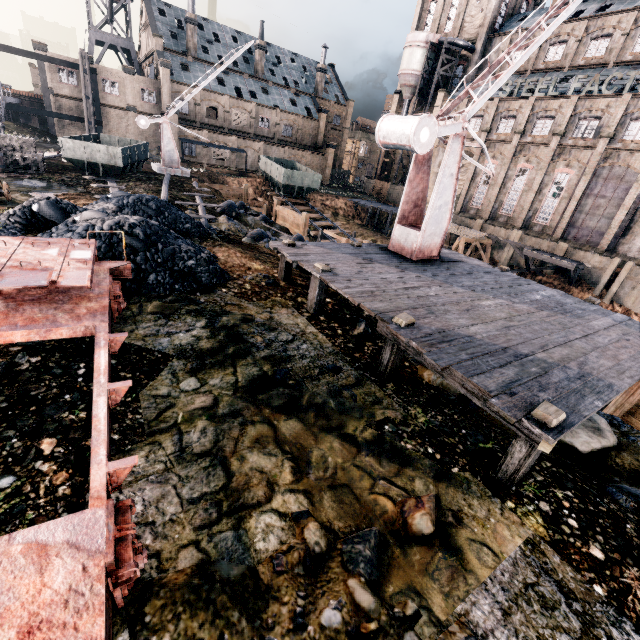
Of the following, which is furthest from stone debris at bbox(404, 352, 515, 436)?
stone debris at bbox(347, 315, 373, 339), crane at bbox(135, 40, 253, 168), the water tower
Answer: the water tower

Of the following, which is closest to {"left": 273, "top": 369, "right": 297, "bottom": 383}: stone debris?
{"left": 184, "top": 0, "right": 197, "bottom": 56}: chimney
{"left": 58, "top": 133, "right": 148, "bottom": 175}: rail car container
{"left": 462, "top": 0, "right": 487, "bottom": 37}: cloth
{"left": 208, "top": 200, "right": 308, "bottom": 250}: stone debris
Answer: {"left": 208, "top": 200, "right": 308, "bottom": 250}: stone debris

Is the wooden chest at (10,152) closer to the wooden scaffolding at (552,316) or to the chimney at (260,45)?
the wooden scaffolding at (552,316)

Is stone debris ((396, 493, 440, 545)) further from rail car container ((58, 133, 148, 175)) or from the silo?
the silo

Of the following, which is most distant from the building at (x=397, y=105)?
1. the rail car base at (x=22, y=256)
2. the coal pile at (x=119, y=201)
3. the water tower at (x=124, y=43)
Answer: the rail car base at (x=22, y=256)

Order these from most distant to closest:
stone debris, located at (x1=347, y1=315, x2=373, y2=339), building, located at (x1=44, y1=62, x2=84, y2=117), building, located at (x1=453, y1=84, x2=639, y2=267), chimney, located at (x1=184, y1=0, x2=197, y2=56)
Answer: chimney, located at (x1=184, y1=0, x2=197, y2=56) < building, located at (x1=44, y1=62, x2=84, y2=117) < building, located at (x1=453, y1=84, x2=639, y2=267) < stone debris, located at (x1=347, y1=315, x2=373, y2=339)

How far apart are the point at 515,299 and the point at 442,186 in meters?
4.5 m

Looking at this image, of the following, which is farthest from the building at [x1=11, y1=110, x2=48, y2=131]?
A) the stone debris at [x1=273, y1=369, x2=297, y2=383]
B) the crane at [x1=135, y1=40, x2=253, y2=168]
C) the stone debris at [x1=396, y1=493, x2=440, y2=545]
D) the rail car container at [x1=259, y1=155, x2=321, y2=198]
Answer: the stone debris at [x1=273, y1=369, x2=297, y2=383]
